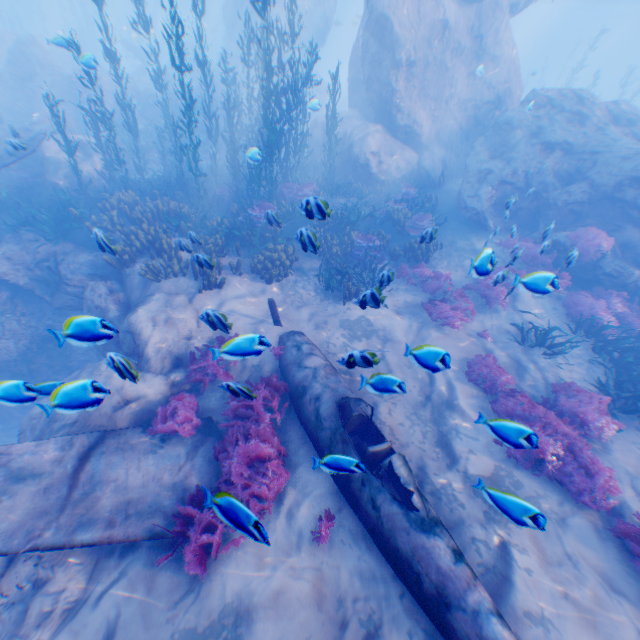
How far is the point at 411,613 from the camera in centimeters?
433cm

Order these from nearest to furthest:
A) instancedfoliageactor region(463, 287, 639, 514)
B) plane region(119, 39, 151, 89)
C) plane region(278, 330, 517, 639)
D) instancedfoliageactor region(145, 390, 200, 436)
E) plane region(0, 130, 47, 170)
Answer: plane region(278, 330, 517, 639), instancedfoliageactor region(463, 287, 639, 514), instancedfoliageactor region(145, 390, 200, 436), plane region(0, 130, 47, 170), plane region(119, 39, 151, 89)

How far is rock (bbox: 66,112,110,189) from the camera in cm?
1428

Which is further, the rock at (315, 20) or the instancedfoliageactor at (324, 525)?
the rock at (315, 20)

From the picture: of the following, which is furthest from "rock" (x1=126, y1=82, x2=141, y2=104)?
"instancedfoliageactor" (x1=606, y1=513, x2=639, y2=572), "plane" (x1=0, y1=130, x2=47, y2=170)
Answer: "instancedfoliageactor" (x1=606, y1=513, x2=639, y2=572)

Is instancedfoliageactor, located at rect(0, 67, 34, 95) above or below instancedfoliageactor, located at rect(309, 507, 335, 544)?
above

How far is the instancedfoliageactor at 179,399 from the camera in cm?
643
